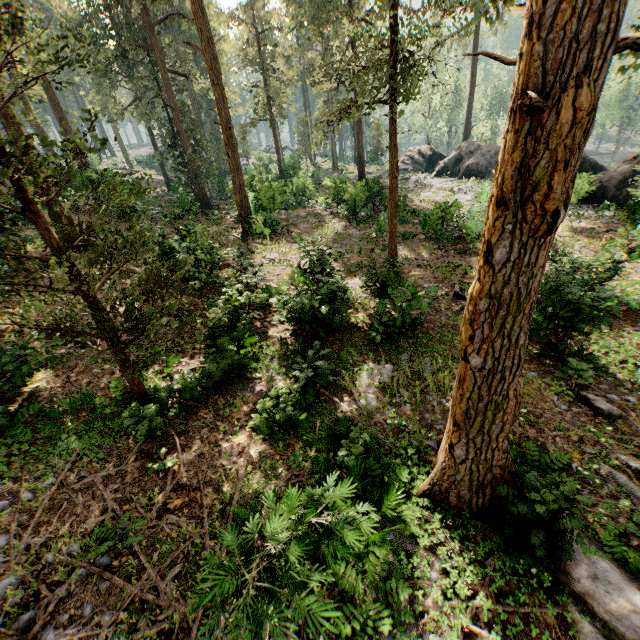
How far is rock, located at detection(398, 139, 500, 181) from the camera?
33.7 meters

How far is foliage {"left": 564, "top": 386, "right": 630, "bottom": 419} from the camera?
8.85m

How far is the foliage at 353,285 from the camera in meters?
12.1 m

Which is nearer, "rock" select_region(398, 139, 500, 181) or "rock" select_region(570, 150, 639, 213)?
"rock" select_region(570, 150, 639, 213)

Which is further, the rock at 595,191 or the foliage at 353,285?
the rock at 595,191

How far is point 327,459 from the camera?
7.5m

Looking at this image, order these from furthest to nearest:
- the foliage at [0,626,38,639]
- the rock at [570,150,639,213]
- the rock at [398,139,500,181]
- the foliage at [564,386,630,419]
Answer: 1. the rock at [398,139,500,181]
2. the rock at [570,150,639,213]
3. the foliage at [564,386,630,419]
4. the foliage at [0,626,38,639]
